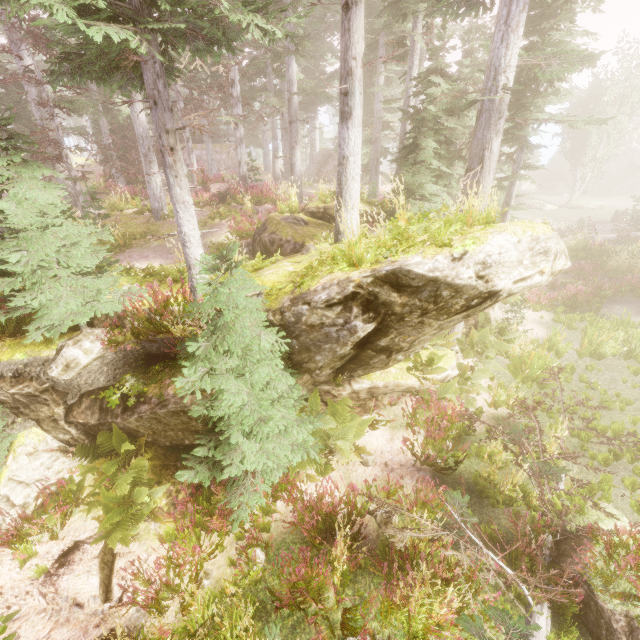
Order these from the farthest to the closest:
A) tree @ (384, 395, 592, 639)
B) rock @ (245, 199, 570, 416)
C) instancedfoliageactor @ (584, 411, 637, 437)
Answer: instancedfoliageactor @ (584, 411, 637, 437), rock @ (245, 199, 570, 416), tree @ (384, 395, 592, 639)

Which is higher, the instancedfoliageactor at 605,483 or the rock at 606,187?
the rock at 606,187

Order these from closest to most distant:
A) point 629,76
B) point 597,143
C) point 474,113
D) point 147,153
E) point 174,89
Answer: point 147,153 → point 474,113 → point 174,89 → point 629,76 → point 597,143

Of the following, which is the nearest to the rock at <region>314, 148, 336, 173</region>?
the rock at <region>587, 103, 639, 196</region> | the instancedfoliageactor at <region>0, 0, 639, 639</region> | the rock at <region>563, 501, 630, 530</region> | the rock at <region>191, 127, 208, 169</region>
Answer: the instancedfoliageactor at <region>0, 0, 639, 639</region>

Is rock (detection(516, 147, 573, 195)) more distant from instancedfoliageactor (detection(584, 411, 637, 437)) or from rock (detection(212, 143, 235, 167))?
rock (detection(212, 143, 235, 167))

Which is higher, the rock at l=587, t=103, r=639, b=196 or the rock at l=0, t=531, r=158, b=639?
the rock at l=587, t=103, r=639, b=196

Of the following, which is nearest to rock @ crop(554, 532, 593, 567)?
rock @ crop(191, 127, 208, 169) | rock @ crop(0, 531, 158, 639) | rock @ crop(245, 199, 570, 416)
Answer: rock @ crop(245, 199, 570, 416)

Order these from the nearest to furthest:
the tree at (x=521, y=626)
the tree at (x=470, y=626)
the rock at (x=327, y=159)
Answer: the tree at (x=470, y=626)
the tree at (x=521, y=626)
the rock at (x=327, y=159)
